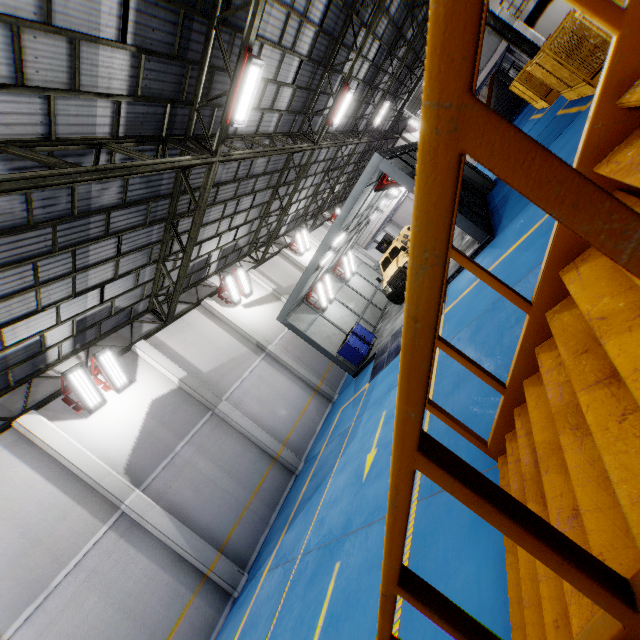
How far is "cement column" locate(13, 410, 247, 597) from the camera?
9.0 meters

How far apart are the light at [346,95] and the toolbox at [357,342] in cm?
935

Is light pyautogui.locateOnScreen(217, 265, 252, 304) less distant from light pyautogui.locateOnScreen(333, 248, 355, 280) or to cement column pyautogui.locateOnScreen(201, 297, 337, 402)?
cement column pyautogui.locateOnScreen(201, 297, 337, 402)

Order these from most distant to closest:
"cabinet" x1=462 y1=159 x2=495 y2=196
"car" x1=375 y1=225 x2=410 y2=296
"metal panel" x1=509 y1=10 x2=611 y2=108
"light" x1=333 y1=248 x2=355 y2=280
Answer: "light" x1=333 y1=248 x2=355 y2=280 < "cabinet" x1=462 y1=159 x2=495 y2=196 < "car" x1=375 y1=225 x2=410 y2=296 < "metal panel" x1=509 y1=10 x2=611 y2=108

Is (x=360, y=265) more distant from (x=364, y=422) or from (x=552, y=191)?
(x=552, y=191)

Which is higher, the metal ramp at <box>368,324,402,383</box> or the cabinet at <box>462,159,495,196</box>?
the cabinet at <box>462,159,495,196</box>

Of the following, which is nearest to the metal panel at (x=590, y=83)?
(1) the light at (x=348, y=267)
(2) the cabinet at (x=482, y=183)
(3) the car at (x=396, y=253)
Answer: (2) the cabinet at (x=482, y=183)

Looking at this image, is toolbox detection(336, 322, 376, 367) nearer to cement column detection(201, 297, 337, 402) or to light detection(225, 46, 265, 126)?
cement column detection(201, 297, 337, 402)
